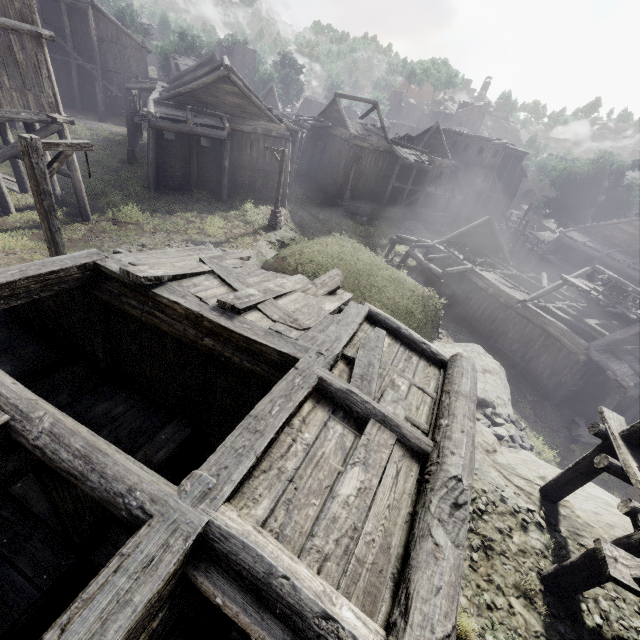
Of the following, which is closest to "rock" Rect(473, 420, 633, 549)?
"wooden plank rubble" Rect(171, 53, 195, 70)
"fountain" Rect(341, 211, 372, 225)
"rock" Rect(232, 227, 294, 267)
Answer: "rock" Rect(232, 227, 294, 267)

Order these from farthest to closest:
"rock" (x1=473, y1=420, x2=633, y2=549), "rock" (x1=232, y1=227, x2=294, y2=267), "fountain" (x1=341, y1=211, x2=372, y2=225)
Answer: "fountain" (x1=341, y1=211, x2=372, y2=225)
"rock" (x1=232, y1=227, x2=294, y2=267)
"rock" (x1=473, y1=420, x2=633, y2=549)

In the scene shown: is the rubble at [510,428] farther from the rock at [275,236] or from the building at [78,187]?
the rock at [275,236]

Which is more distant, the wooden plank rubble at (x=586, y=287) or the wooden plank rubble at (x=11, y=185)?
the wooden plank rubble at (x=586, y=287)

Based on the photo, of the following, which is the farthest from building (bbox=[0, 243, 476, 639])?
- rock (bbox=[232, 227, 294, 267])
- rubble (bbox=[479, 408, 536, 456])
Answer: rubble (bbox=[479, 408, 536, 456])

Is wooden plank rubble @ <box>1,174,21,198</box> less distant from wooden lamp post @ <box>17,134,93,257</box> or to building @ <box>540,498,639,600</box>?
building @ <box>540,498,639,600</box>

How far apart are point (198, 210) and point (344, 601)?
22.0m

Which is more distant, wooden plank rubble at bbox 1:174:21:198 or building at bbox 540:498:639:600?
wooden plank rubble at bbox 1:174:21:198
